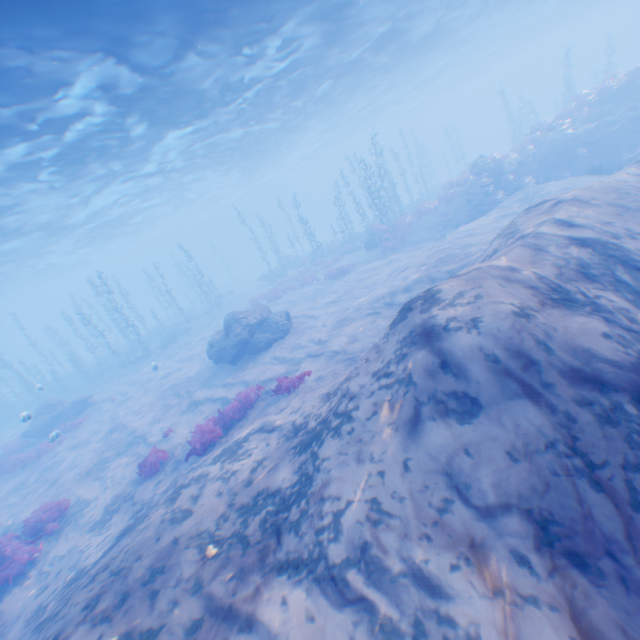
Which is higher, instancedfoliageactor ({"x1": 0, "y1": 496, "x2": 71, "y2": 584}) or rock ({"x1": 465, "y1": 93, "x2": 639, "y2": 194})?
rock ({"x1": 465, "y1": 93, "x2": 639, "y2": 194})

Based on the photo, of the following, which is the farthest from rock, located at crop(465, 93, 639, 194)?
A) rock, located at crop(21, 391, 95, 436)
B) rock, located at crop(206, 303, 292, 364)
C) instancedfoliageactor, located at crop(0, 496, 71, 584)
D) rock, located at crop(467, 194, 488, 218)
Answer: rock, located at crop(21, 391, 95, 436)

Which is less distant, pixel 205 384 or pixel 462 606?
pixel 462 606

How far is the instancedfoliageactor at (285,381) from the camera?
10.77m

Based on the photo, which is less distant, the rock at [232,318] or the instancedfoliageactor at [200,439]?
the instancedfoliageactor at [200,439]

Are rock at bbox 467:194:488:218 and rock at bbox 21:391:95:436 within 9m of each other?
no

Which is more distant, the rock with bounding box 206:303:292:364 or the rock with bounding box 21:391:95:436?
the rock with bounding box 21:391:95:436

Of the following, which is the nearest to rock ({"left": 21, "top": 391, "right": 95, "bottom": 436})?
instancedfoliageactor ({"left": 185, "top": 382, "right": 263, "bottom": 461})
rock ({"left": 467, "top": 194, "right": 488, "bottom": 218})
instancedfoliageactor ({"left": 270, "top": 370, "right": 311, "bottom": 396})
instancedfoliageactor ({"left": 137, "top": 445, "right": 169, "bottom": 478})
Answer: instancedfoliageactor ({"left": 137, "top": 445, "right": 169, "bottom": 478})
